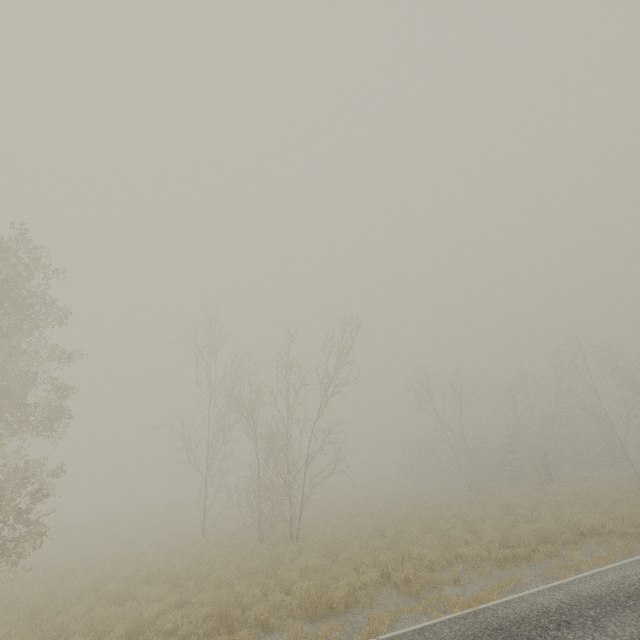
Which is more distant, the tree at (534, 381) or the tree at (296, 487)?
the tree at (534, 381)

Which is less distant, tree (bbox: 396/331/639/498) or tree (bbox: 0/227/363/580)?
tree (bbox: 0/227/363/580)

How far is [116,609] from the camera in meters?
10.2
